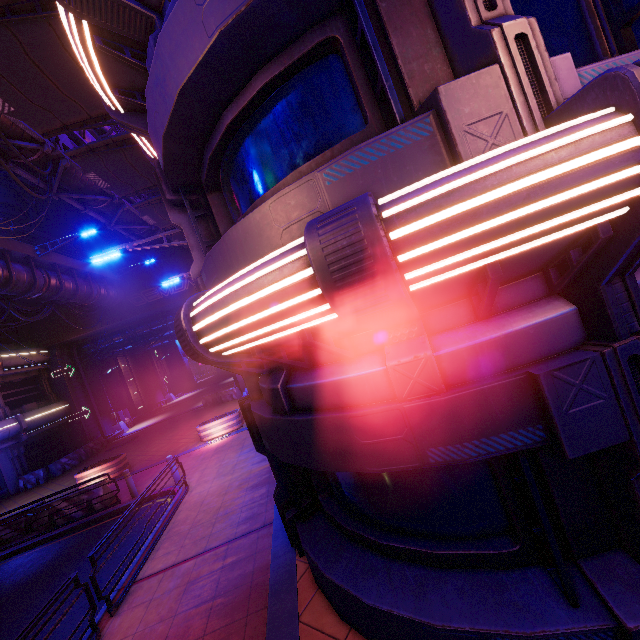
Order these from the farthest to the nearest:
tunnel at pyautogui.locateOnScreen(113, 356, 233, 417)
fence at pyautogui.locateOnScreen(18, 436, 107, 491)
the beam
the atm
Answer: tunnel at pyautogui.locateOnScreen(113, 356, 233, 417) → the atm → fence at pyautogui.locateOnScreen(18, 436, 107, 491) → the beam

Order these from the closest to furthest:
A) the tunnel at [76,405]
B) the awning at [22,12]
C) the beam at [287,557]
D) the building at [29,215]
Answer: the beam at [287,557] → the awning at [22,12] → the building at [29,215] → the tunnel at [76,405]

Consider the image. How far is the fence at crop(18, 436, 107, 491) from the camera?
20.58m

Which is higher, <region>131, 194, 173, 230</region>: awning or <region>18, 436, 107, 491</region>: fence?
<region>131, 194, 173, 230</region>: awning

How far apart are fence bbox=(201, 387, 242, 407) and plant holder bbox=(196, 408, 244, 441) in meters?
8.2 m

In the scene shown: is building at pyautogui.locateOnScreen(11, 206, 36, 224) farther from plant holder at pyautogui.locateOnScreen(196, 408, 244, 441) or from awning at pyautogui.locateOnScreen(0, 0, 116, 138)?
plant holder at pyautogui.locateOnScreen(196, 408, 244, 441)

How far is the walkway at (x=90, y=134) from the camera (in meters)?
16.84

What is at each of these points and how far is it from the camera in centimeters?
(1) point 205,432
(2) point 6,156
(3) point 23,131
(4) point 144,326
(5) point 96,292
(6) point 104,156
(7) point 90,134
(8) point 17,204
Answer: (1) plant holder, 1609cm
(2) pipe, 1274cm
(3) pipe, 1220cm
(4) walkway, 3008cm
(5) walkway, 2277cm
(6) awning, 1235cm
(7) walkway, 1762cm
(8) building, 2525cm
